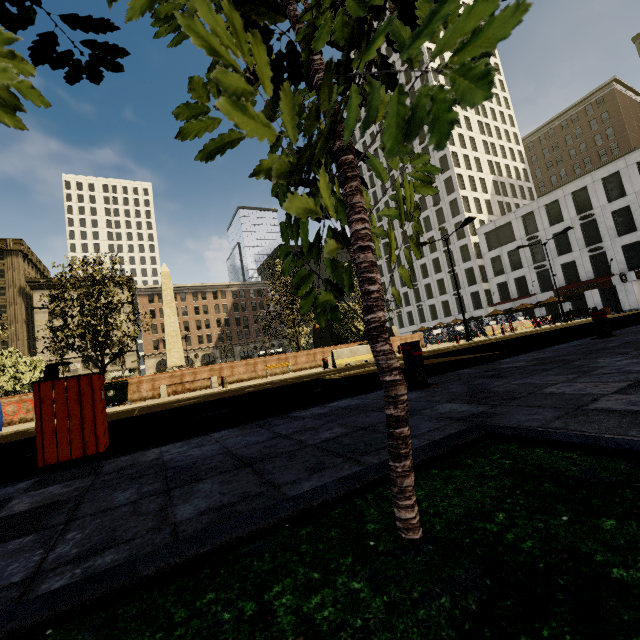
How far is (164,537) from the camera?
1.14m

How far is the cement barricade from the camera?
15.8 meters

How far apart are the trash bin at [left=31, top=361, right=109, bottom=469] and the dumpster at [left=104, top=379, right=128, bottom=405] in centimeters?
1332cm

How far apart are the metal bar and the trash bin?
8.06m

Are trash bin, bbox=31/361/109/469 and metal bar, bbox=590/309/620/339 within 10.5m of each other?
yes

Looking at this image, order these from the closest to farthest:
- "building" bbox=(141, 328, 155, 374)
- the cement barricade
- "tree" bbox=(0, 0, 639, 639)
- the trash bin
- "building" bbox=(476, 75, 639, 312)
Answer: → "tree" bbox=(0, 0, 639, 639) < the trash bin < the cement barricade < "building" bbox=(476, 75, 639, 312) < "building" bbox=(141, 328, 155, 374)

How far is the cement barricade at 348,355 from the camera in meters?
15.8

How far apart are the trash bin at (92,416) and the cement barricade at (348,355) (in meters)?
12.54
